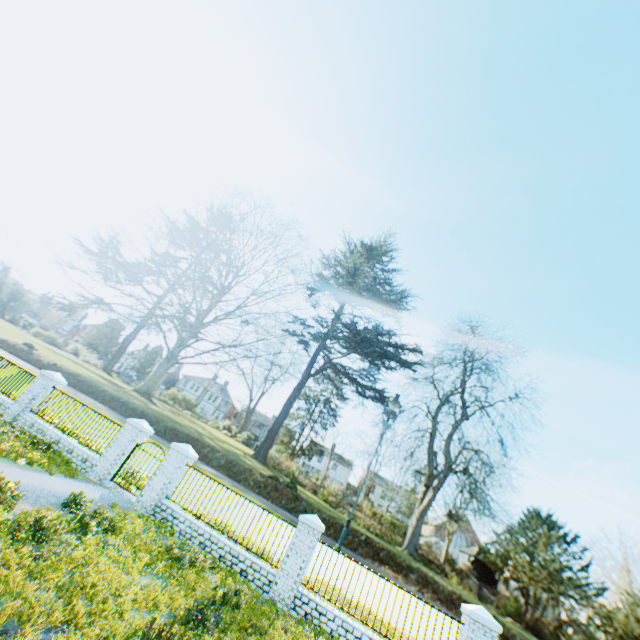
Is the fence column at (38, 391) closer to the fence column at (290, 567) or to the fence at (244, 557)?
the fence at (244, 557)

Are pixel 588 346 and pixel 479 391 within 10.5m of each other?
no

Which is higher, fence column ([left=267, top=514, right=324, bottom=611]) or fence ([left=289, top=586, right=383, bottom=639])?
fence column ([left=267, top=514, right=324, bottom=611])

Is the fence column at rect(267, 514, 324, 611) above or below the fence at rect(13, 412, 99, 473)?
above

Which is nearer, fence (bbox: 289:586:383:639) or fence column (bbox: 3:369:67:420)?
fence (bbox: 289:586:383:639)

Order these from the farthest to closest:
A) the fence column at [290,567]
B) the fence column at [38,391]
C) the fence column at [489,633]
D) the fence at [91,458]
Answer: the fence column at [38,391], the fence at [91,458], the fence column at [290,567], the fence column at [489,633]

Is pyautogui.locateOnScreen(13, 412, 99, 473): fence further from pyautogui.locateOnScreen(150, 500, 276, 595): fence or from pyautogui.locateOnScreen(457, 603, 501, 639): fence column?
pyautogui.locateOnScreen(457, 603, 501, 639): fence column

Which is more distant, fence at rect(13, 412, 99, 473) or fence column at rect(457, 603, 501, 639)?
fence at rect(13, 412, 99, 473)
